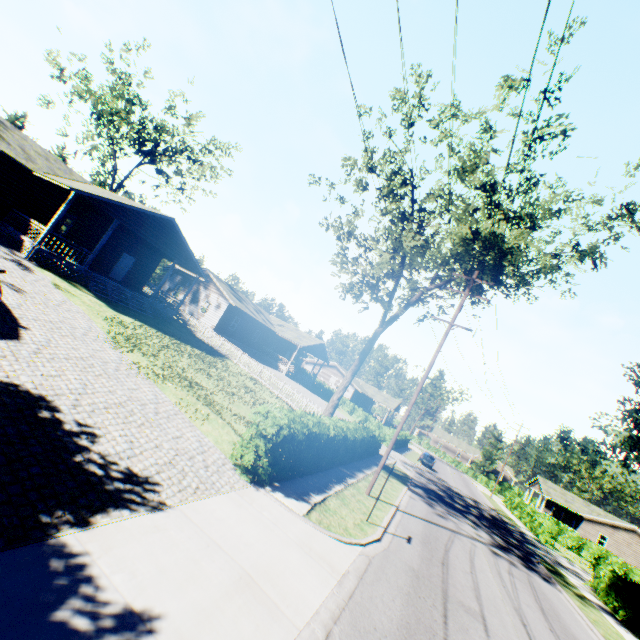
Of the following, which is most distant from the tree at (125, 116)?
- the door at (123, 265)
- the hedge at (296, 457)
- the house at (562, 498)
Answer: the house at (562, 498)

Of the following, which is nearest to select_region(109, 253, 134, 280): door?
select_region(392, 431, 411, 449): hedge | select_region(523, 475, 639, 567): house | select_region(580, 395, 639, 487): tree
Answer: select_region(580, 395, 639, 487): tree

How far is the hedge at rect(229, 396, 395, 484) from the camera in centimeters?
948cm

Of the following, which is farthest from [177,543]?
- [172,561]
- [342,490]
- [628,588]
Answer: [628,588]

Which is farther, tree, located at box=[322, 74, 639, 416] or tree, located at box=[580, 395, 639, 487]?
tree, located at box=[322, 74, 639, 416]

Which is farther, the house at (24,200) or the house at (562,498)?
the house at (562,498)

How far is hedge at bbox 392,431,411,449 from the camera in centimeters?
3867cm

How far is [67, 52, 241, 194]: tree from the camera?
33.59m
